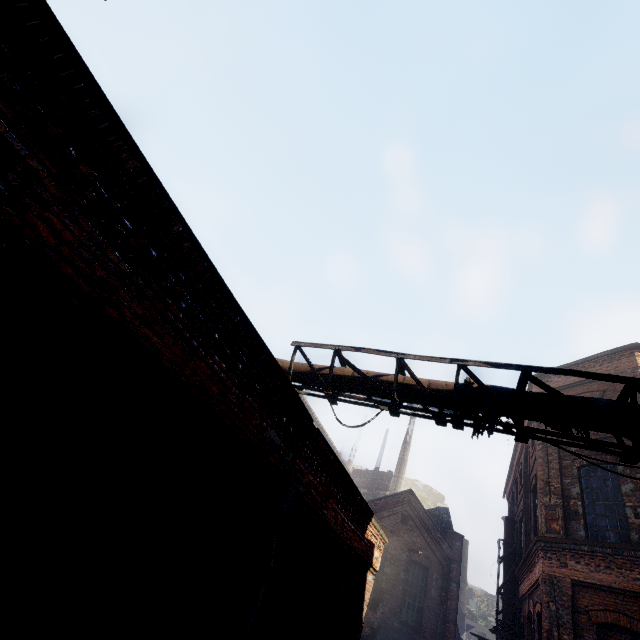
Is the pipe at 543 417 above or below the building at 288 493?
above

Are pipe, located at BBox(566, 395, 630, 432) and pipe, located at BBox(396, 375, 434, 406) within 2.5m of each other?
A: yes

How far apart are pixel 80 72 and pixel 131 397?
2.38m

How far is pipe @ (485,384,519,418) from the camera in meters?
5.4 m

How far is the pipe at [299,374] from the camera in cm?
728

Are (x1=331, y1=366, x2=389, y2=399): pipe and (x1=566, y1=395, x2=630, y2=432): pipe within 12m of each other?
yes

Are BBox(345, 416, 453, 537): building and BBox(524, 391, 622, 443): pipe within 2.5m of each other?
no

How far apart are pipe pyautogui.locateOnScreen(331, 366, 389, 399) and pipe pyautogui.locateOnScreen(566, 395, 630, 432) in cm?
108
